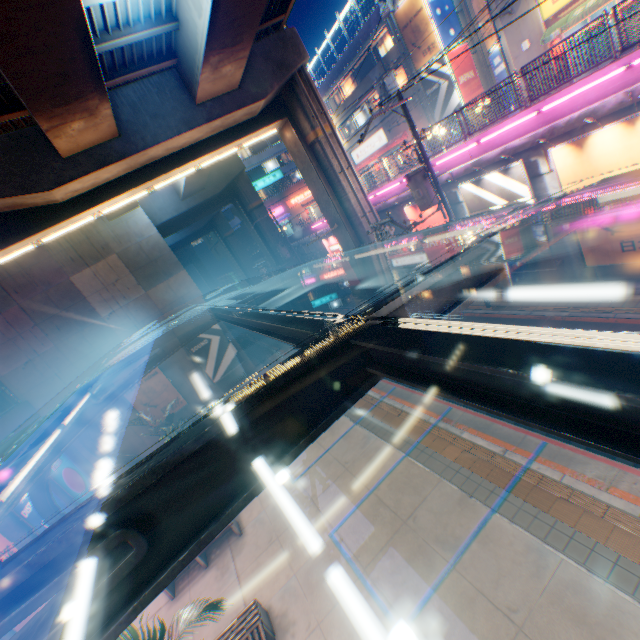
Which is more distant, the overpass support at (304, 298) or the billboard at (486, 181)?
the overpass support at (304, 298)

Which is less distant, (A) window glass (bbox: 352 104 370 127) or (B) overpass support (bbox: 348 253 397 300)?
(B) overpass support (bbox: 348 253 397 300)

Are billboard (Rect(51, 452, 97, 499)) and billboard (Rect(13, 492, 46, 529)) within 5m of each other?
yes

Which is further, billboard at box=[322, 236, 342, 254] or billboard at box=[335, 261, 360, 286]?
billboard at box=[335, 261, 360, 286]

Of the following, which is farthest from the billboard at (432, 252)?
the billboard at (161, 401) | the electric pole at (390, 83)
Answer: the billboard at (161, 401)

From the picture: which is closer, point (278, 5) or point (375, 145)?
point (278, 5)

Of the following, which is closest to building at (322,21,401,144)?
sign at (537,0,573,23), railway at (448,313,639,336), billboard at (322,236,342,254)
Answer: sign at (537,0,573,23)

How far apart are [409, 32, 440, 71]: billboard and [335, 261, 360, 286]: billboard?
15.7 meters
